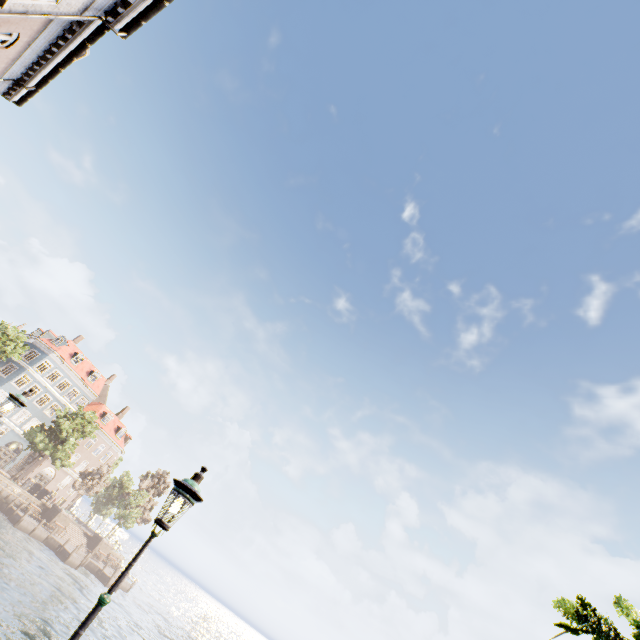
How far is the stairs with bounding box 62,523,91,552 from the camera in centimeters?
4119cm

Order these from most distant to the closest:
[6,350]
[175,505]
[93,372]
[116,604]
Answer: [93,372] → [6,350] → [116,604] → [175,505]

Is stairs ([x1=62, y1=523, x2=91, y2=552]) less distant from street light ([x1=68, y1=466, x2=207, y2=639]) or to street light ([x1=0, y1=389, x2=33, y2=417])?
street light ([x1=0, y1=389, x2=33, y2=417])

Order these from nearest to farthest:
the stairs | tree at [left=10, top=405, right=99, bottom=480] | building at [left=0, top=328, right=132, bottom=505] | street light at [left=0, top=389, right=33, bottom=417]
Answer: street light at [left=0, top=389, right=33, bottom=417] → tree at [left=10, top=405, right=99, bottom=480] → the stairs → building at [left=0, top=328, right=132, bottom=505]

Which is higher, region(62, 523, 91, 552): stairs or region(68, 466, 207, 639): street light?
region(68, 466, 207, 639): street light

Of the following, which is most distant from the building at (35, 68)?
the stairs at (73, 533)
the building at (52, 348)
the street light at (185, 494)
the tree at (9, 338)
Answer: the stairs at (73, 533)

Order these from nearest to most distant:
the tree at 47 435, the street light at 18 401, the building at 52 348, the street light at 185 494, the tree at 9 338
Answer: the street light at 185 494
the street light at 18 401
the tree at 9 338
the tree at 47 435
the building at 52 348

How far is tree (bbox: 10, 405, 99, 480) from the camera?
38.8m
